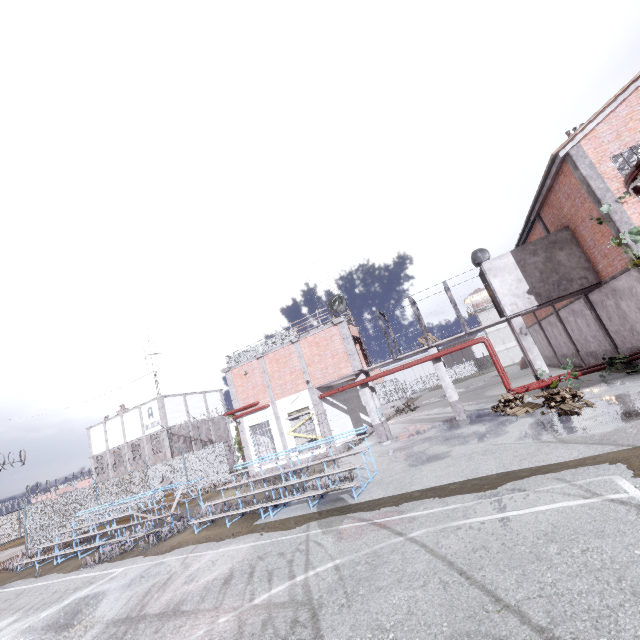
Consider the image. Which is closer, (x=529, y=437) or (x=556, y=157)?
(x=529, y=437)

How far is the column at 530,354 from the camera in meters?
15.3 m

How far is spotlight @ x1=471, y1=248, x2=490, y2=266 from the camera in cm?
1825

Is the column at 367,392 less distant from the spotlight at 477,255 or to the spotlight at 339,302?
the spotlight at 339,302

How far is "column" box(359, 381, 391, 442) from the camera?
18.0 meters

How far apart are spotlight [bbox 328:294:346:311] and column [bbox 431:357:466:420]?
5.0 meters

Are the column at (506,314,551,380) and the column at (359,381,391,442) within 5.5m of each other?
no

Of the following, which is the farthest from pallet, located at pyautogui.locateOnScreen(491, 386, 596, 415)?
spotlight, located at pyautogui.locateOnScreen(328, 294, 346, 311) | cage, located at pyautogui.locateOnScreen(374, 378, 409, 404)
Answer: spotlight, located at pyautogui.locateOnScreen(328, 294, 346, 311)
